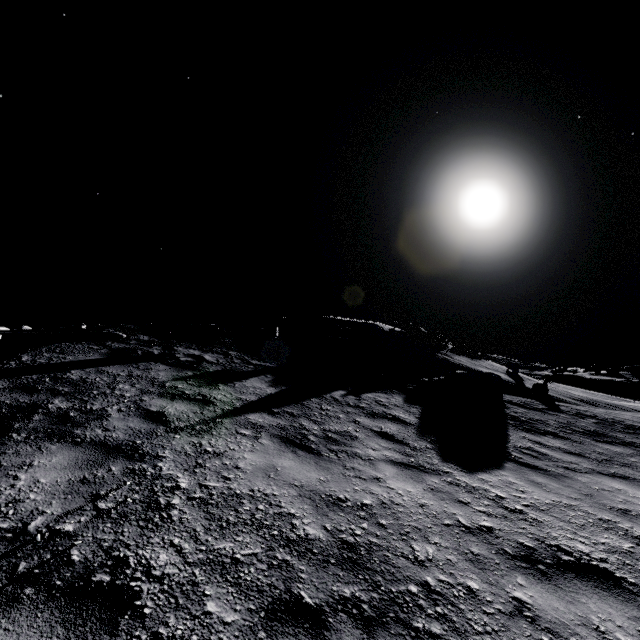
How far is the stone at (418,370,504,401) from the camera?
10.63m

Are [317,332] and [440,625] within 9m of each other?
no

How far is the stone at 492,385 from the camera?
10.6 meters
